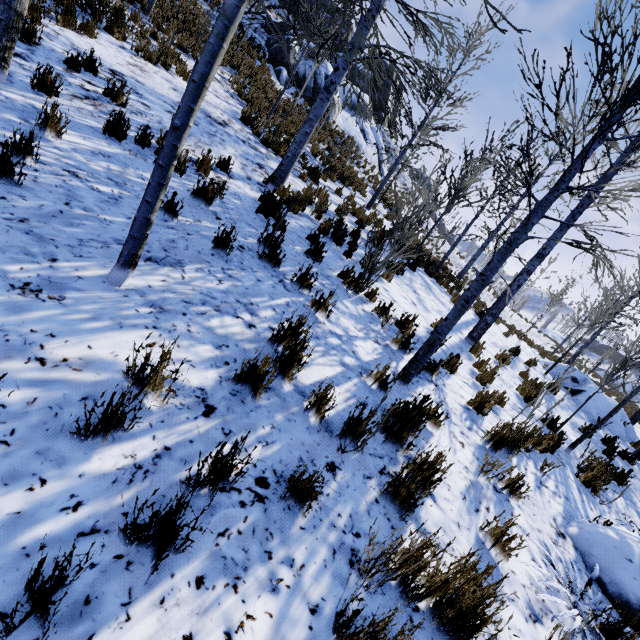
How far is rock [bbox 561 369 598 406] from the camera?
10.6m

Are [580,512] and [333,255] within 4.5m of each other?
no

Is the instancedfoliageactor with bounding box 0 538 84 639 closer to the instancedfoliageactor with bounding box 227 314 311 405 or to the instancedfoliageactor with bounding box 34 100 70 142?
the instancedfoliageactor with bounding box 227 314 311 405

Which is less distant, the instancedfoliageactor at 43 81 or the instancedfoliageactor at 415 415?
the instancedfoliageactor at 415 415

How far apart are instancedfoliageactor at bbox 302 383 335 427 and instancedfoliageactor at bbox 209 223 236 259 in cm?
209

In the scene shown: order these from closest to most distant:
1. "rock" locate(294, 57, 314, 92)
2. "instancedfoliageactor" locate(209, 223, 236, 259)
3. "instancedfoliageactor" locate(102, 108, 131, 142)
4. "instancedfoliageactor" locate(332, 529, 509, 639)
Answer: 1. "instancedfoliageactor" locate(332, 529, 509, 639)
2. "instancedfoliageactor" locate(209, 223, 236, 259)
3. "instancedfoliageactor" locate(102, 108, 131, 142)
4. "rock" locate(294, 57, 314, 92)

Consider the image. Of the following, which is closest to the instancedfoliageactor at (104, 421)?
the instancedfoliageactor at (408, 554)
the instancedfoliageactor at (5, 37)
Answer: the instancedfoliageactor at (408, 554)

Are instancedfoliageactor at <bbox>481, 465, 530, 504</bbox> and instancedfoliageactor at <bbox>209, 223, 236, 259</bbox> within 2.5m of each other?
no
